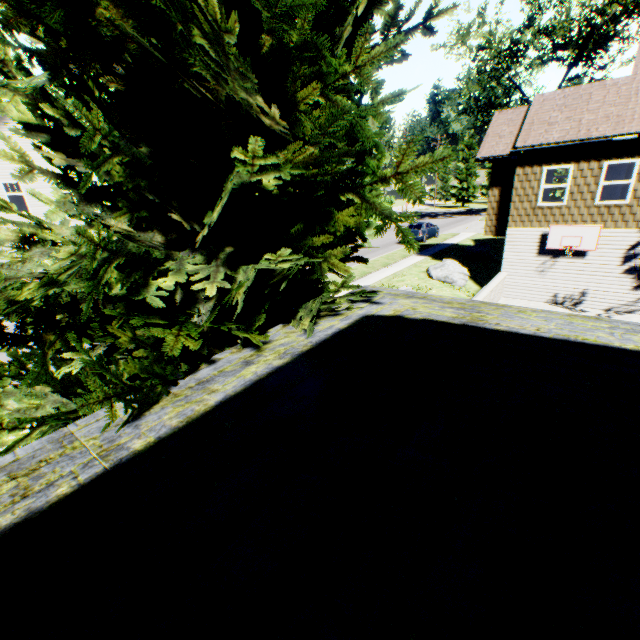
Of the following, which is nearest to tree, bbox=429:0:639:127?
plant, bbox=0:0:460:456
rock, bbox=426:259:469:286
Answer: plant, bbox=0:0:460:456

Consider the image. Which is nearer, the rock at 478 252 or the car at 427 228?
the rock at 478 252

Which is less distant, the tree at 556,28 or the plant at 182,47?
the plant at 182,47

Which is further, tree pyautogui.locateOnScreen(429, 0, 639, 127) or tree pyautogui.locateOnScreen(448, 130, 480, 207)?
tree pyautogui.locateOnScreen(448, 130, 480, 207)

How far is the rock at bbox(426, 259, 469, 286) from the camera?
17.3 meters

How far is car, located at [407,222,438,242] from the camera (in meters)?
26.33

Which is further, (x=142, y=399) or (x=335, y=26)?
(x=335, y=26)

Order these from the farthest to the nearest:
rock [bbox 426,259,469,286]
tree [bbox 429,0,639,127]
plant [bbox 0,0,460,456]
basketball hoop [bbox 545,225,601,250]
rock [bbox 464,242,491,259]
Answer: tree [bbox 429,0,639,127] → rock [bbox 464,242,491,259] → rock [bbox 426,259,469,286] → basketball hoop [bbox 545,225,601,250] → plant [bbox 0,0,460,456]
